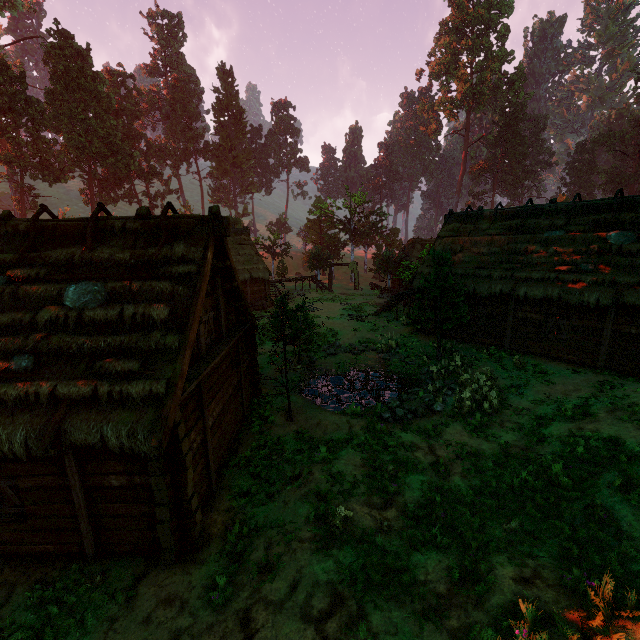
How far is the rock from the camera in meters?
13.2 m

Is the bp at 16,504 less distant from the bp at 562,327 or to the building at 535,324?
the building at 535,324

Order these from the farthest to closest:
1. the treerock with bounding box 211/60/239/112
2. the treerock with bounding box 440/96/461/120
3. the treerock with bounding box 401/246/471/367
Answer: the treerock with bounding box 211/60/239/112, the treerock with bounding box 440/96/461/120, the treerock with bounding box 401/246/471/367

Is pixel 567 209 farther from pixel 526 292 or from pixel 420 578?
pixel 420 578

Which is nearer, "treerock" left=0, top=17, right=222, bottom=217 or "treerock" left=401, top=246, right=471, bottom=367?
"treerock" left=401, top=246, right=471, bottom=367

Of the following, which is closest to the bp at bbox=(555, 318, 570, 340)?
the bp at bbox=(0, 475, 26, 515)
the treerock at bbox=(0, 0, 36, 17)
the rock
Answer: the treerock at bbox=(0, 0, 36, 17)

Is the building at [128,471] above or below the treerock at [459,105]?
below

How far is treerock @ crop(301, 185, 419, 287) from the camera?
36.6m
